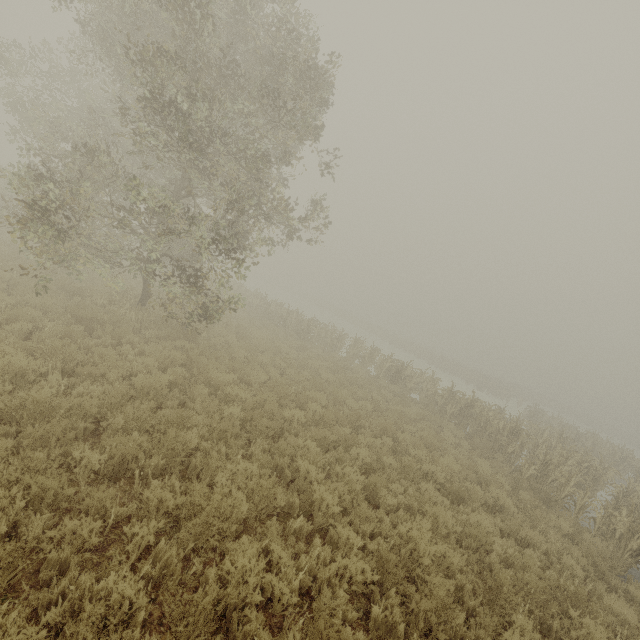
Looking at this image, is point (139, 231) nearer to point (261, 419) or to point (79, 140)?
point (79, 140)
